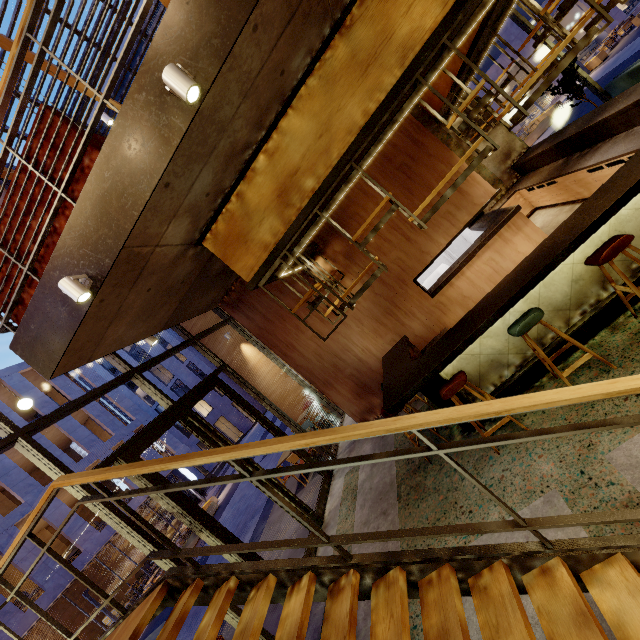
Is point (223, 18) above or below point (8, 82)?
below

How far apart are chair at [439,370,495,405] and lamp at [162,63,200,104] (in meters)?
3.73

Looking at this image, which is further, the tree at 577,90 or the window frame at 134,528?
the tree at 577,90

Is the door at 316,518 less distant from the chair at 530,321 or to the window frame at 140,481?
the window frame at 140,481

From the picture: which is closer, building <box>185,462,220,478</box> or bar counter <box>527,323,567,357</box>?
bar counter <box>527,323,567,357</box>

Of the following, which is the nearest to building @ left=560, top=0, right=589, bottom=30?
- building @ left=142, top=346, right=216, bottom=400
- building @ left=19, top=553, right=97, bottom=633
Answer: building @ left=142, top=346, right=216, bottom=400

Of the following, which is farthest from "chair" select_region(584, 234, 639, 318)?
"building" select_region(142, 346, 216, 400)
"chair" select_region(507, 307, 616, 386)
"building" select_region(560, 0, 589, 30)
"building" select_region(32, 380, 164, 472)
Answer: "building" select_region(142, 346, 216, 400)

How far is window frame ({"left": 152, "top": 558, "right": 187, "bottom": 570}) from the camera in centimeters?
409cm
